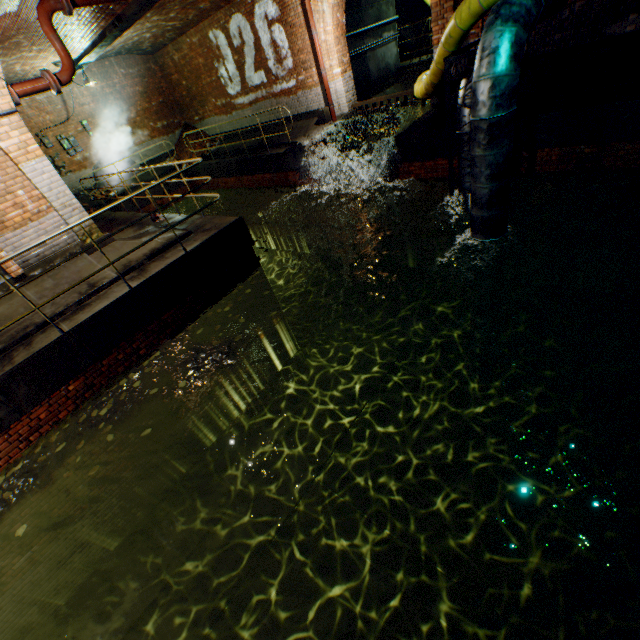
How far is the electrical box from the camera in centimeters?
1362cm

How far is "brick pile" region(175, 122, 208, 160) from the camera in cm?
1638

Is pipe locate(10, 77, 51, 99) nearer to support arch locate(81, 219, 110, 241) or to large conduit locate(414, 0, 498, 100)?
support arch locate(81, 219, 110, 241)

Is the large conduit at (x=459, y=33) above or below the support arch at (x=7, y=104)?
below

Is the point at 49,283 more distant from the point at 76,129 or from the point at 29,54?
the point at 76,129

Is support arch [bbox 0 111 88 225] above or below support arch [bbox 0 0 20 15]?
below

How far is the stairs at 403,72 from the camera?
13.29m

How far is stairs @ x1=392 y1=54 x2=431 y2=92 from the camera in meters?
13.3
